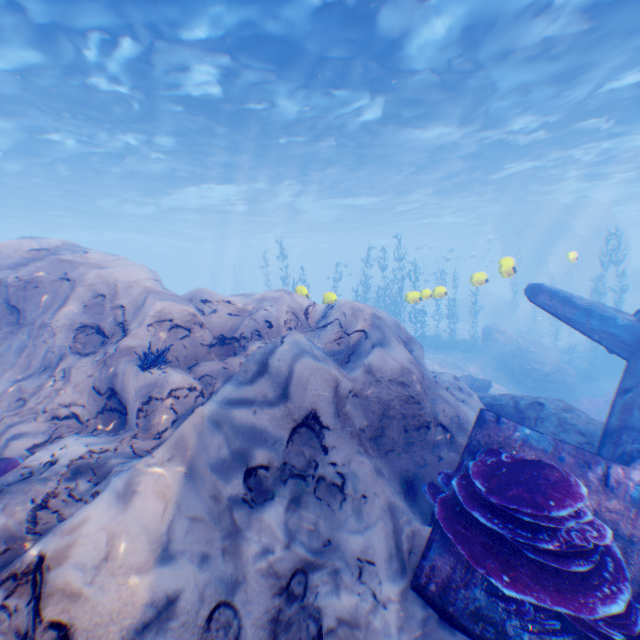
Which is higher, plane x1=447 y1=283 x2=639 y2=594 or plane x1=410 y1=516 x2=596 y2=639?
plane x1=447 y1=283 x2=639 y2=594

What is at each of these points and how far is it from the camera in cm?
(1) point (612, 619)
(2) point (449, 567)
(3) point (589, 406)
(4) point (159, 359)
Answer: (1) instancedfoliageactor, 300
(2) plane, 359
(3) instancedfoliageactor, 1588
(4) instancedfoliageactor, 543

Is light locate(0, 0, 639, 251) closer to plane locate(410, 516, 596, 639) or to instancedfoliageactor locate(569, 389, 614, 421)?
plane locate(410, 516, 596, 639)

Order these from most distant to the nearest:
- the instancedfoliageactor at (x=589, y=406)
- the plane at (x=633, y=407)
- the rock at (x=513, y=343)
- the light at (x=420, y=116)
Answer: the rock at (x=513, y=343) → the instancedfoliageactor at (x=589, y=406) → the light at (x=420, y=116) → the plane at (x=633, y=407)

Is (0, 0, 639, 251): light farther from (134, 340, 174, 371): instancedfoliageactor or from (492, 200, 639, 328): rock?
(134, 340, 174, 371): instancedfoliageactor

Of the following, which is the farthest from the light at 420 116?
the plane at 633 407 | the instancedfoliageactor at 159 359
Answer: the instancedfoliageactor at 159 359

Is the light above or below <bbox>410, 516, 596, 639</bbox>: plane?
above
